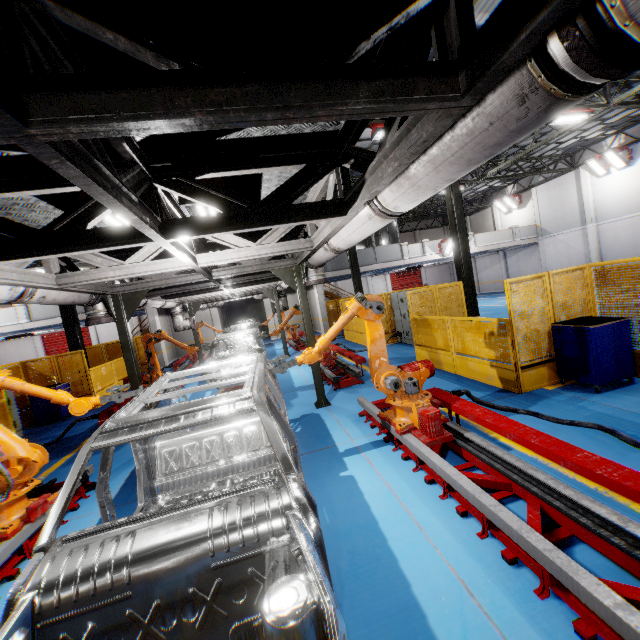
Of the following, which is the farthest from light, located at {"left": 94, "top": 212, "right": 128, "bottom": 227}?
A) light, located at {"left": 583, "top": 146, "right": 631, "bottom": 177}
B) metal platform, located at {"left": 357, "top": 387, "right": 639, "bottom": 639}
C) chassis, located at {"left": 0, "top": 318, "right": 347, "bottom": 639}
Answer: light, located at {"left": 583, "top": 146, "right": 631, "bottom": 177}

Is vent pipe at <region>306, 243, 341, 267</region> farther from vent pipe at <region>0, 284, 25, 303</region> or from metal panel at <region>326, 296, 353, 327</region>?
vent pipe at <region>0, 284, 25, 303</region>

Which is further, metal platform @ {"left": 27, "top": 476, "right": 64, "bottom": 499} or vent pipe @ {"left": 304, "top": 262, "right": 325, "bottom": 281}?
vent pipe @ {"left": 304, "top": 262, "right": 325, "bottom": 281}

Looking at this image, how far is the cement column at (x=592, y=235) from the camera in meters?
21.0

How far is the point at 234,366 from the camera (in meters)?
9.66

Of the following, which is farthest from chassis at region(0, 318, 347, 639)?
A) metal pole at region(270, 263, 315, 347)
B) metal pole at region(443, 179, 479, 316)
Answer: metal pole at region(443, 179, 479, 316)

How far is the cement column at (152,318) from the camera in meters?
19.5 m

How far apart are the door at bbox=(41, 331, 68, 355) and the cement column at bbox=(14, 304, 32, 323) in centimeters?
1158cm
